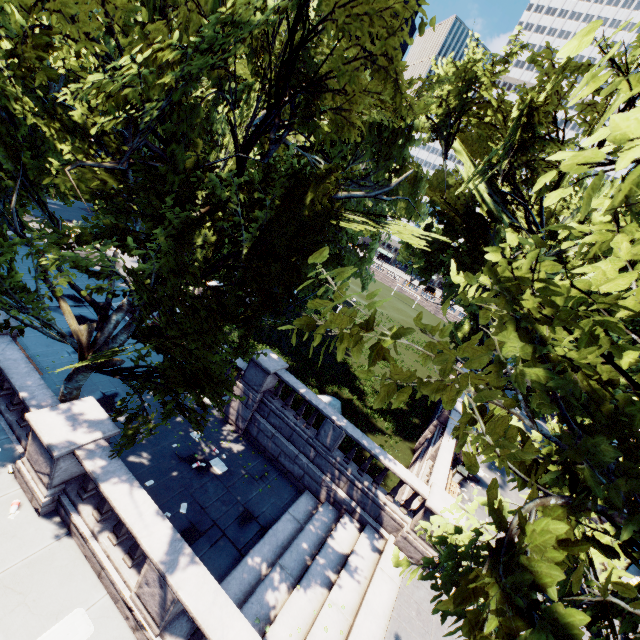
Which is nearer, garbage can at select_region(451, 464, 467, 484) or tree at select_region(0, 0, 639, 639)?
tree at select_region(0, 0, 639, 639)

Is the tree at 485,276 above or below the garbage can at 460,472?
above

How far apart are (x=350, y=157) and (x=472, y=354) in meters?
9.3

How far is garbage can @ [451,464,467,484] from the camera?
16.94m

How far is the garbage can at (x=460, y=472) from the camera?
16.9 meters

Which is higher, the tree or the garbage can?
the tree
